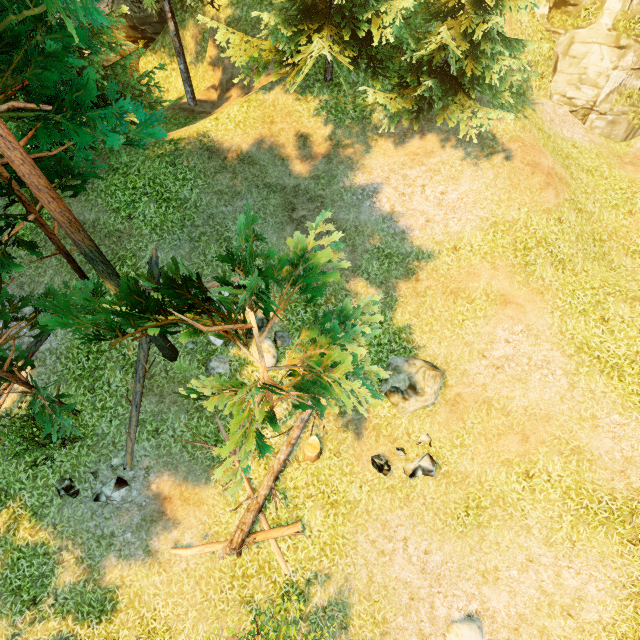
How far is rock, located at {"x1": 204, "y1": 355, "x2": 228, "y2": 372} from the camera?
10.4 meters

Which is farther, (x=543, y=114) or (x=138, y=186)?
(x=543, y=114)

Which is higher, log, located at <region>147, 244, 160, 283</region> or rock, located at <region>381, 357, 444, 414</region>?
log, located at <region>147, 244, 160, 283</region>

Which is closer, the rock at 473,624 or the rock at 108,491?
the rock at 473,624

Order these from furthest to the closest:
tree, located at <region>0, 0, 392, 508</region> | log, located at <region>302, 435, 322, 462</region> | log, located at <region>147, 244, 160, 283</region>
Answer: log, located at <region>147, 244, 160, 283</region>, log, located at <region>302, 435, 322, 462</region>, tree, located at <region>0, 0, 392, 508</region>

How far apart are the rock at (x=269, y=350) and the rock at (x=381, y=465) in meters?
4.2 m

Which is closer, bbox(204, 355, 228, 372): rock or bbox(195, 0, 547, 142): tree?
bbox(195, 0, 547, 142): tree

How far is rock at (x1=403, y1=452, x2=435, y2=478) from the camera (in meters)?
9.90
